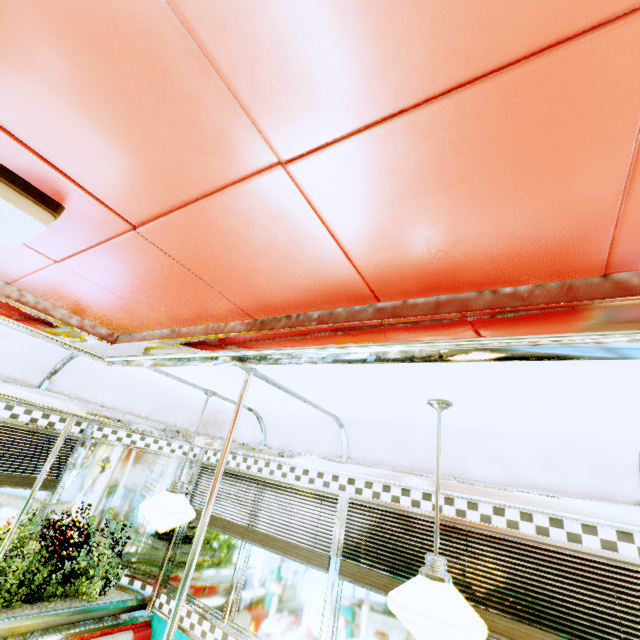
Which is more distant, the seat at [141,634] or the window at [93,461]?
the window at [93,461]

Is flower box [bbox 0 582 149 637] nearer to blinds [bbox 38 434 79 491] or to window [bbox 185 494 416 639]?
window [bbox 185 494 416 639]

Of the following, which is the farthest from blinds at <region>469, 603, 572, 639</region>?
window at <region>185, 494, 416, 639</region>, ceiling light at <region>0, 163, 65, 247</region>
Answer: ceiling light at <region>0, 163, 65, 247</region>

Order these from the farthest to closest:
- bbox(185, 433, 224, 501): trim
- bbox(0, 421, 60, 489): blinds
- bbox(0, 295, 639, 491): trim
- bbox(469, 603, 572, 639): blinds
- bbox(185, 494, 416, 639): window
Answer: bbox(185, 433, 224, 501): trim, bbox(0, 421, 60, 489): blinds, bbox(185, 494, 416, 639): window, bbox(469, 603, 572, 639): blinds, bbox(0, 295, 639, 491): trim

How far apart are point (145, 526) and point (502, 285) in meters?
4.6 m

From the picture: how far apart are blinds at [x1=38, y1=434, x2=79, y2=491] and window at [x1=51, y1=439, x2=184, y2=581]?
0.2 meters

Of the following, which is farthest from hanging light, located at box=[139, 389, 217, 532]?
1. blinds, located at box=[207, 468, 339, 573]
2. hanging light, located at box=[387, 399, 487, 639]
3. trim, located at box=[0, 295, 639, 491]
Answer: hanging light, located at box=[387, 399, 487, 639]

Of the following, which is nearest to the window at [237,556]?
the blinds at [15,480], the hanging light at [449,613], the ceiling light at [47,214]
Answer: the hanging light at [449,613]
